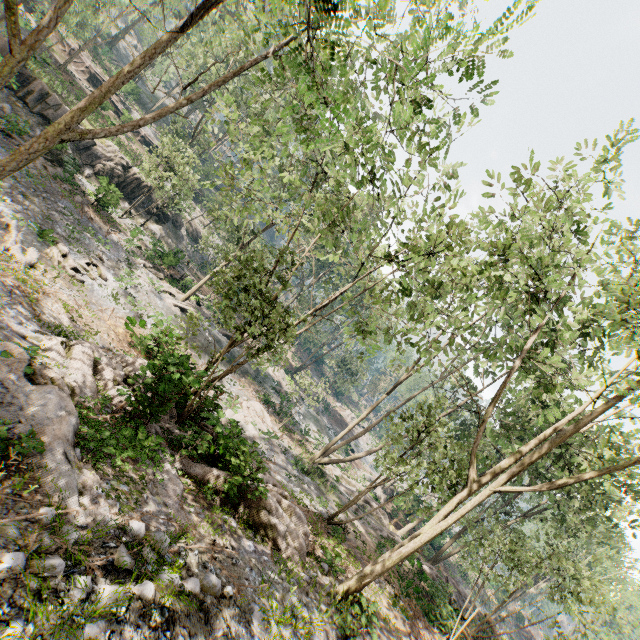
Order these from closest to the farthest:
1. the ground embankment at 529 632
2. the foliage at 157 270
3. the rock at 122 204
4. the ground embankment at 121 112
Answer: the rock at 122 204, the foliage at 157 270, the ground embankment at 121 112, the ground embankment at 529 632

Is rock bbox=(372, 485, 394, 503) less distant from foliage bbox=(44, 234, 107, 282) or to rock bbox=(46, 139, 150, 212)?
foliage bbox=(44, 234, 107, 282)

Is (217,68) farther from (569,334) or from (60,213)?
(569,334)

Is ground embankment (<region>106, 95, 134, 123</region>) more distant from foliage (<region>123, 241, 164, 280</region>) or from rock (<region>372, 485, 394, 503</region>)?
rock (<region>372, 485, 394, 503</region>)

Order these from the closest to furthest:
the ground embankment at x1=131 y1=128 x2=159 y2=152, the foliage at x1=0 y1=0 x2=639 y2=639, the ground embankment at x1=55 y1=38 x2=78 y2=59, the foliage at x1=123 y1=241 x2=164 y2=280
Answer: the foliage at x1=0 y1=0 x2=639 y2=639 < the foliage at x1=123 y1=241 x2=164 y2=280 < the ground embankment at x1=55 y1=38 x2=78 y2=59 < the ground embankment at x1=131 y1=128 x2=159 y2=152

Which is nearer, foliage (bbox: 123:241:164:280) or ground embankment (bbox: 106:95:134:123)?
foliage (bbox: 123:241:164:280)

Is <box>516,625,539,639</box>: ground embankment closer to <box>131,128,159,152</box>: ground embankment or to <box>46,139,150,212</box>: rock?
<box>46,139,150,212</box>: rock

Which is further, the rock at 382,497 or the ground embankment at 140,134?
the ground embankment at 140,134
